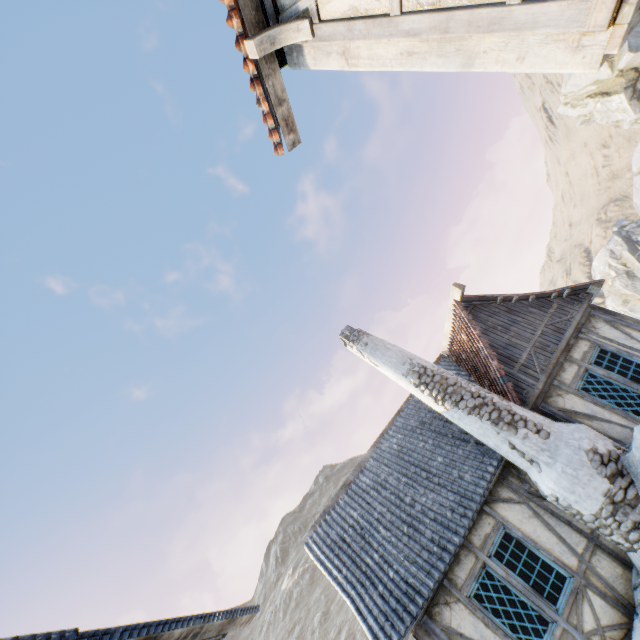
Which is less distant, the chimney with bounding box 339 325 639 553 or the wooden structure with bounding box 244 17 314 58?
the wooden structure with bounding box 244 17 314 58

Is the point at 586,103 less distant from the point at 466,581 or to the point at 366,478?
the point at 366,478

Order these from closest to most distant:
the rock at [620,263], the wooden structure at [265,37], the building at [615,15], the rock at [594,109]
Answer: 1. the building at [615,15]
2. the wooden structure at [265,37]
3. the rock at [594,109]
4. the rock at [620,263]

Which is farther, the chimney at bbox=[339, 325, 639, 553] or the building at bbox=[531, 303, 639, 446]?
the building at bbox=[531, 303, 639, 446]

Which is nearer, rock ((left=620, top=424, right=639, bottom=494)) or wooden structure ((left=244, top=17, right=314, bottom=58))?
wooden structure ((left=244, top=17, right=314, bottom=58))

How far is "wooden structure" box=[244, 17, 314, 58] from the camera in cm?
309

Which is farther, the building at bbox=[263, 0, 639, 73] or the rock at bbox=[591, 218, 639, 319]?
the rock at bbox=[591, 218, 639, 319]

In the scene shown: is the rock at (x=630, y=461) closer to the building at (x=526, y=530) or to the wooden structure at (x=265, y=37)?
the building at (x=526, y=530)
